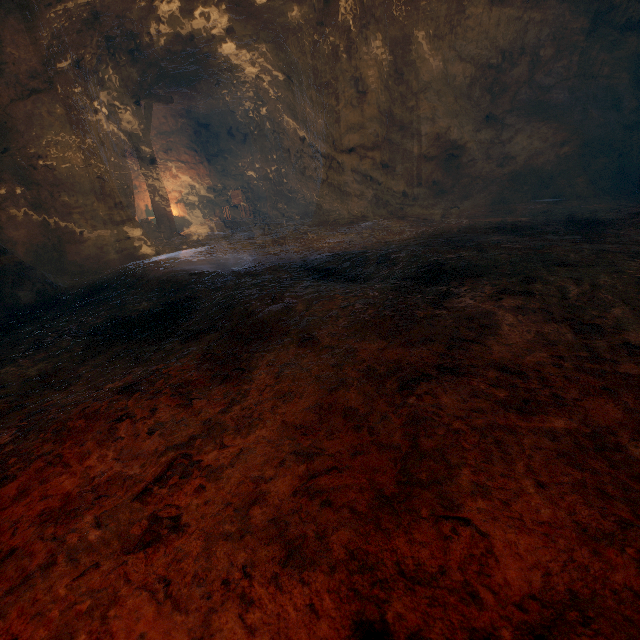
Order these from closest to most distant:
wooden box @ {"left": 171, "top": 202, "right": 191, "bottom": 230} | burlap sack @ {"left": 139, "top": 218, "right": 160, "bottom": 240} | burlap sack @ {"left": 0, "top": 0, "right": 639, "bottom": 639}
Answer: burlap sack @ {"left": 0, "top": 0, "right": 639, "bottom": 639}, burlap sack @ {"left": 139, "top": 218, "right": 160, "bottom": 240}, wooden box @ {"left": 171, "top": 202, "right": 191, "bottom": 230}

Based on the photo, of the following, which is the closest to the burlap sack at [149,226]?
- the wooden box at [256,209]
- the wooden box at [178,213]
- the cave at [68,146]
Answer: the cave at [68,146]

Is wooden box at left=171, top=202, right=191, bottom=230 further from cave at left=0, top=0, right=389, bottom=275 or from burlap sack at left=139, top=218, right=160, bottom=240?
burlap sack at left=139, top=218, right=160, bottom=240

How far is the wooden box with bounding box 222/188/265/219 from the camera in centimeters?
1438cm

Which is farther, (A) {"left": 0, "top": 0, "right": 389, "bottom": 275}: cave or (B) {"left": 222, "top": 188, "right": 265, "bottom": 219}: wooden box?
(B) {"left": 222, "top": 188, "right": 265, "bottom": 219}: wooden box

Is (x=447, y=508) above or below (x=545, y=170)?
below

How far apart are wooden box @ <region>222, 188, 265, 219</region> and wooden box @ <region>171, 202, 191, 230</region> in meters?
1.6

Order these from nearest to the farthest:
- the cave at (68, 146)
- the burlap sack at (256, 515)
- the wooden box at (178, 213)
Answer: the burlap sack at (256, 515), the cave at (68, 146), the wooden box at (178, 213)
